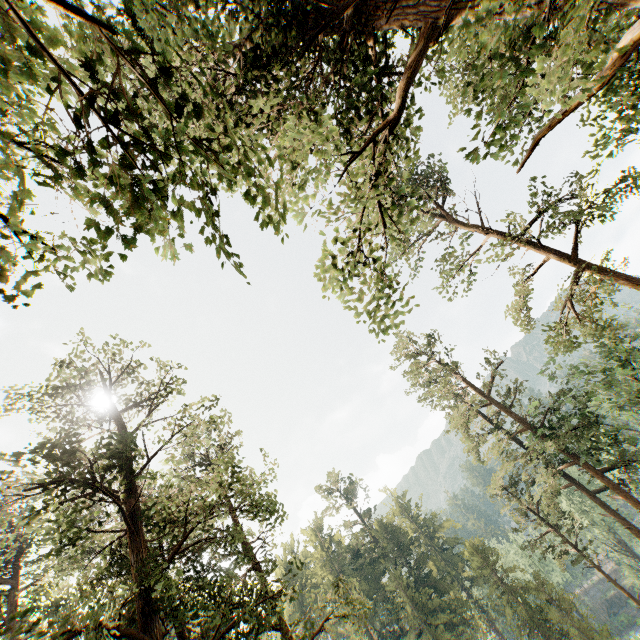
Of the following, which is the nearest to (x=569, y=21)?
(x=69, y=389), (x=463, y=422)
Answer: (x=69, y=389)
